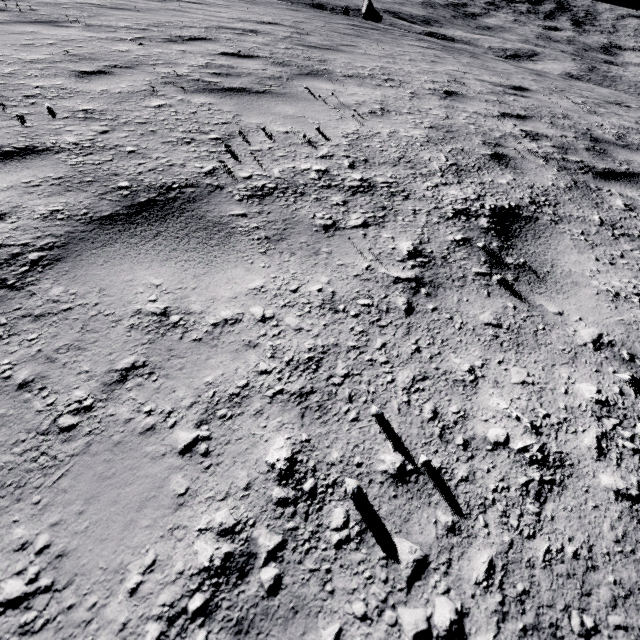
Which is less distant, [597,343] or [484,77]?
[597,343]
